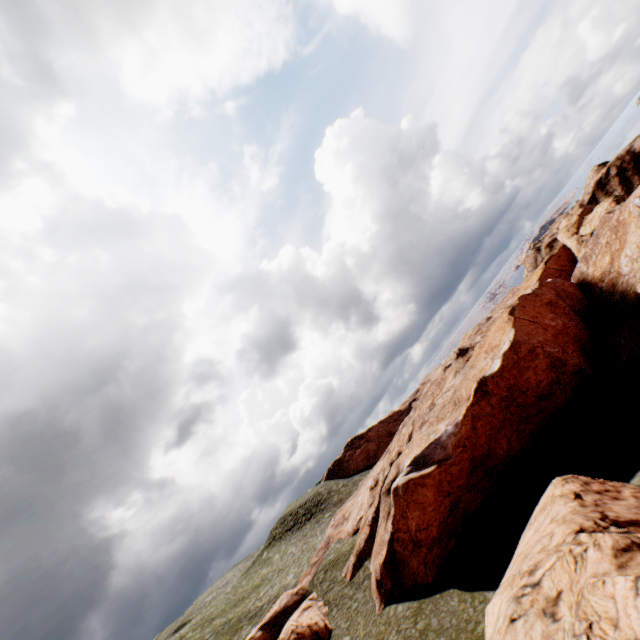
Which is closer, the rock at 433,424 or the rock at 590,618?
the rock at 590,618

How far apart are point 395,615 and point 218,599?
45.78m

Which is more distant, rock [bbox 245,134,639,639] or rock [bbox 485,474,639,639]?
rock [bbox 245,134,639,639]
